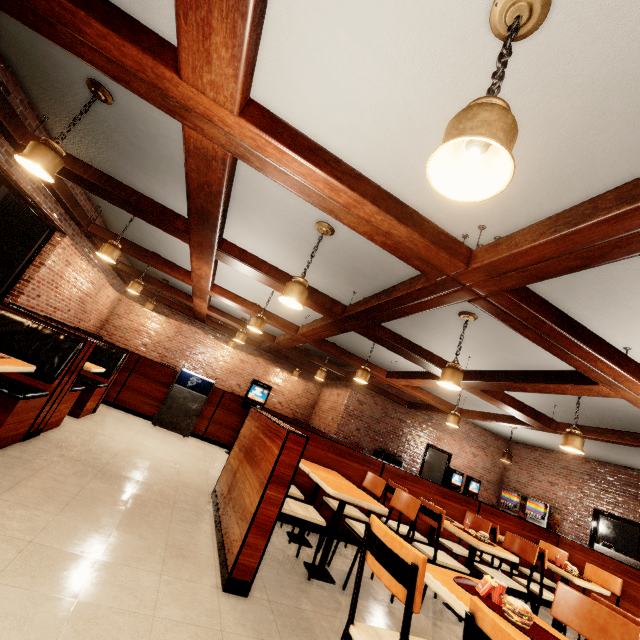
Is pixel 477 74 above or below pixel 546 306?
above
